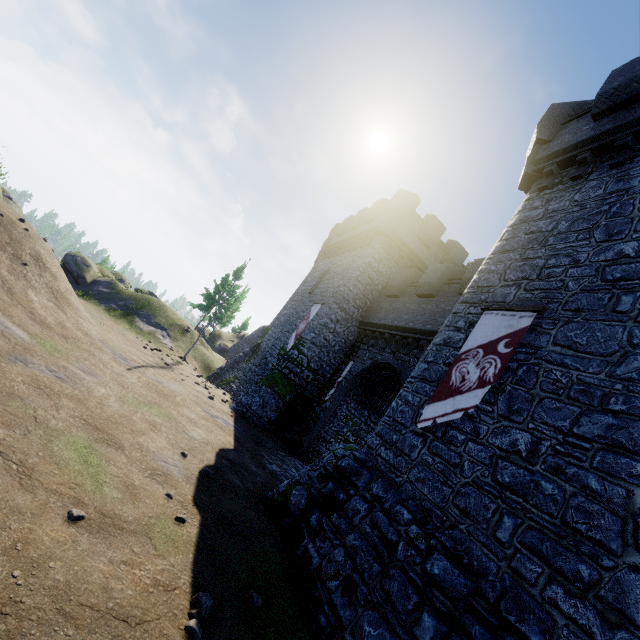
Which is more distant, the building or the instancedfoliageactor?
the building

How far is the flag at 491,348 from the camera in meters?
7.6 m

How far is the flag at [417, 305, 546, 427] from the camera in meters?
7.6

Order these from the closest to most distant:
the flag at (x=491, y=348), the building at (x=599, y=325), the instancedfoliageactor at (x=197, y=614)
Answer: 1. the instancedfoliageactor at (x=197, y=614)
2. the building at (x=599, y=325)
3. the flag at (x=491, y=348)

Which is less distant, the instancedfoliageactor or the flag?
the instancedfoliageactor

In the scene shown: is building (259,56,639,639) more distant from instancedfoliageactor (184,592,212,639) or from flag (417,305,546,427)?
instancedfoliageactor (184,592,212,639)

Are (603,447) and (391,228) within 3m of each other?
no
